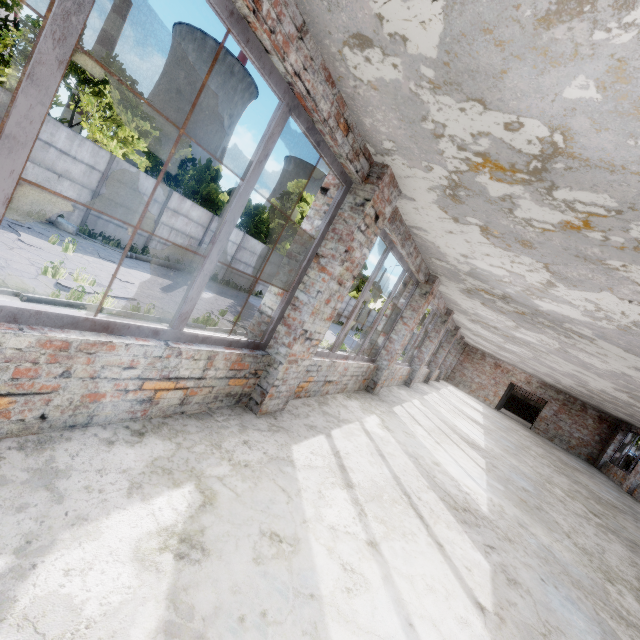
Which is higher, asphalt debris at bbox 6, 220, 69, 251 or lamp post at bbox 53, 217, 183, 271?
lamp post at bbox 53, 217, 183, 271

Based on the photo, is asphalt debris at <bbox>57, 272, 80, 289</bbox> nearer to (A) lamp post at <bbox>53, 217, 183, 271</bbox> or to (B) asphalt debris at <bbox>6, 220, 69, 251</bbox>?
(B) asphalt debris at <bbox>6, 220, 69, 251</bbox>

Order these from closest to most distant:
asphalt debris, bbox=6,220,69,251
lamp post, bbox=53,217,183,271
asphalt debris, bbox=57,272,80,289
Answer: asphalt debris, bbox=57,272,80,289 → asphalt debris, bbox=6,220,69,251 → lamp post, bbox=53,217,183,271

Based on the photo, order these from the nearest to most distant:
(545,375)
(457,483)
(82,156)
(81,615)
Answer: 1. (81,615)
2. (457,483)
3. (82,156)
4. (545,375)

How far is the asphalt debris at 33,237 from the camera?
9.5 meters

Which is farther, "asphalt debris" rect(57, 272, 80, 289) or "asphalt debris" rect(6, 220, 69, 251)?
"asphalt debris" rect(6, 220, 69, 251)

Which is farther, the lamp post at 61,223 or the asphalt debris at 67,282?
the lamp post at 61,223

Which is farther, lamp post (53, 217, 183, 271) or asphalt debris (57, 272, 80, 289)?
lamp post (53, 217, 183, 271)
